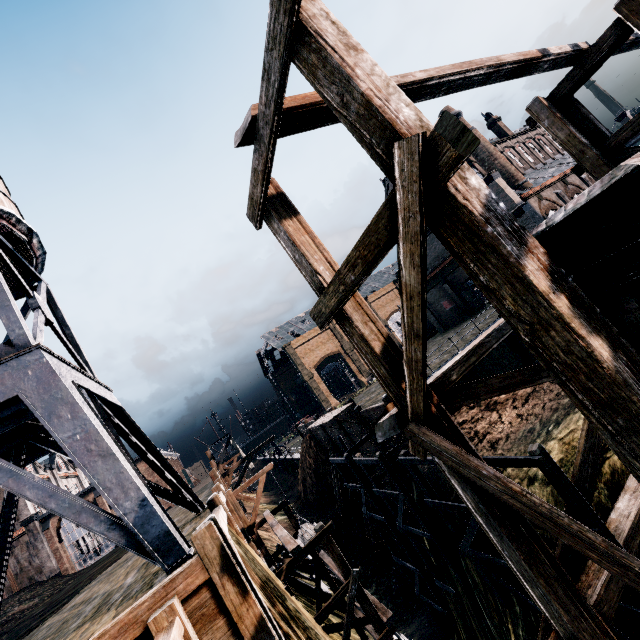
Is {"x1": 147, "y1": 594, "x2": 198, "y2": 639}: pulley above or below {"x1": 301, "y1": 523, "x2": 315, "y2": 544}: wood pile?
above

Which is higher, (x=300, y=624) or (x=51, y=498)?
(x=51, y=498)

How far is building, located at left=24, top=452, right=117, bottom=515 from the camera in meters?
42.8

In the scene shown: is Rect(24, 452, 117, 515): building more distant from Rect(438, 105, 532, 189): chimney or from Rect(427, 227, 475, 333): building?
Rect(438, 105, 532, 189): chimney

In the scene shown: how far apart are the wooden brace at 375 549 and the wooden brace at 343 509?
4.4 meters

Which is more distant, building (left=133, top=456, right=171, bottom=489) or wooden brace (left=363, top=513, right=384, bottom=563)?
building (left=133, top=456, right=171, bottom=489)

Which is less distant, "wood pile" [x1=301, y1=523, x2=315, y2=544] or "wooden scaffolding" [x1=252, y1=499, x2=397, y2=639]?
"wooden scaffolding" [x1=252, y1=499, x2=397, y2=639]

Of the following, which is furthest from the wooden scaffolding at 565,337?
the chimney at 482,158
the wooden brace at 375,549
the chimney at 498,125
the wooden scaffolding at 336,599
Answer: the chimney at 498,125
